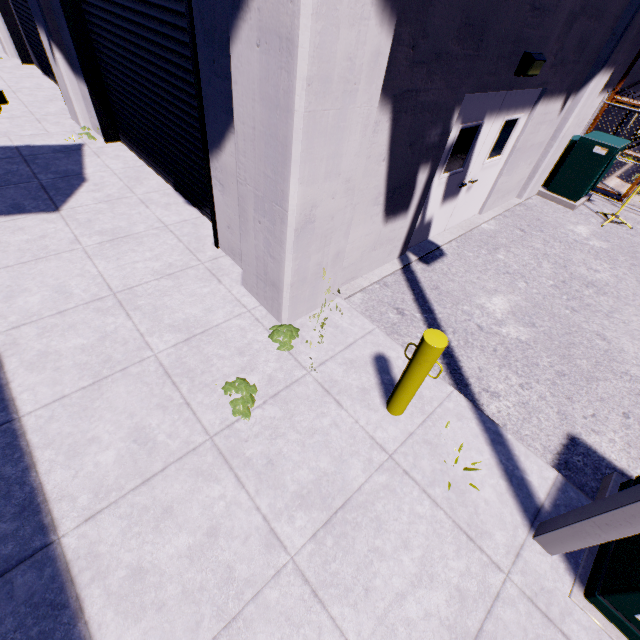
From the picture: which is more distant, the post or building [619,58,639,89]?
building [619,58,639,89]

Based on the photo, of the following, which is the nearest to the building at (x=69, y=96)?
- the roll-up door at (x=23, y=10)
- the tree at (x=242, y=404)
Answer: the roll-up door at (x=23, y=10)

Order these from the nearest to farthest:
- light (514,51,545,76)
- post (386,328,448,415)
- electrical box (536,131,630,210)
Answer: post (386,328,448,415) < light (514,51,545,76) < electrical box (536,131,630,210)

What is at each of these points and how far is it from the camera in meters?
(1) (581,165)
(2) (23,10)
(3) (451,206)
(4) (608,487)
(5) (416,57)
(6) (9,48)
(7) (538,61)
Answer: (1) electrical box, 8.2 m
(2) roll-up door, 9.3 m
(3) door, 6.3 m
(4) electrical box, 3.2 m
(5) building, 3.2 m
(6) building, 11.4 m
(7) light, 4.6 m

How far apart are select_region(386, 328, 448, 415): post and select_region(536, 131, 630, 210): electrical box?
8.66m

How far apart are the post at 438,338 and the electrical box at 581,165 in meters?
8.7 m

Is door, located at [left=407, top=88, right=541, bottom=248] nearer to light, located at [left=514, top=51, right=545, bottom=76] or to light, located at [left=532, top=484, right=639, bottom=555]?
light, located at [left=514, top=51, right=545, bottom=76]

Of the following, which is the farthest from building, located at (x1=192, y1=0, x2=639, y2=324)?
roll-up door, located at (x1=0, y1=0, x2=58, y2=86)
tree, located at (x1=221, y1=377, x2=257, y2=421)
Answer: tree, located at (x1=221, y1=377, x2=257, y2=421)
